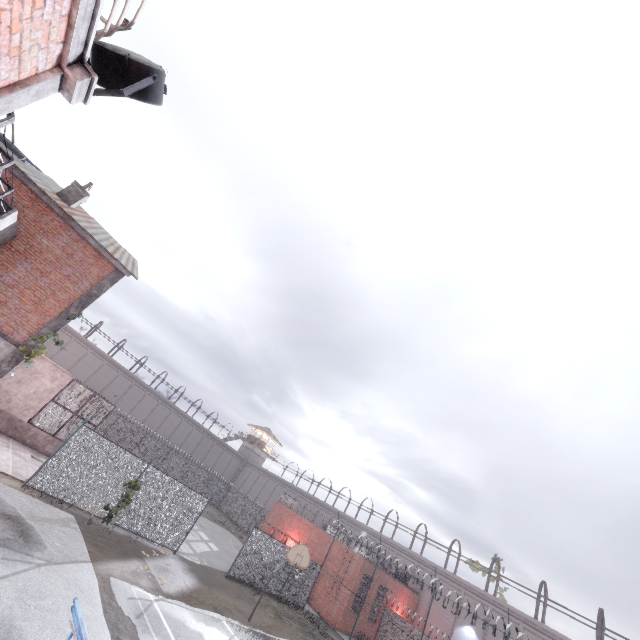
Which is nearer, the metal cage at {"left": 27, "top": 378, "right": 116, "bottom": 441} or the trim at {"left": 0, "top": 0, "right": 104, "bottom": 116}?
the trim at {"left": 0, "top": 0, "right": 104, "bottom": 116}

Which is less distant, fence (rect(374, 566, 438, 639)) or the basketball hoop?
the basketball hoop

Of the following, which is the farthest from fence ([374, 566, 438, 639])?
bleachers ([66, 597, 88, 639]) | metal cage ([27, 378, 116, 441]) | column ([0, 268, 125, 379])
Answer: bleachers ([66, 597, 88, 639])

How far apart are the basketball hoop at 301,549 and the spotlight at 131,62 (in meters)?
17.37

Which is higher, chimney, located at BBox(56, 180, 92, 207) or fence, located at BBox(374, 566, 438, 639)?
chimney, located at BBox(56, 180, 92, 207)

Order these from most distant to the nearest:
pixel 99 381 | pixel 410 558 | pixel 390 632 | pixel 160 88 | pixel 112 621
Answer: pixel 99 381 → pixel 410 558 → pixel 390 632 → pixel 112 621 → pixel 160 88

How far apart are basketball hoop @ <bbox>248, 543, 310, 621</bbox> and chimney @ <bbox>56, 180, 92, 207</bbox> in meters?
19.5 m

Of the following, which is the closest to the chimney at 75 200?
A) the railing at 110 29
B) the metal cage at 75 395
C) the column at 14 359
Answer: the column at 14 359
